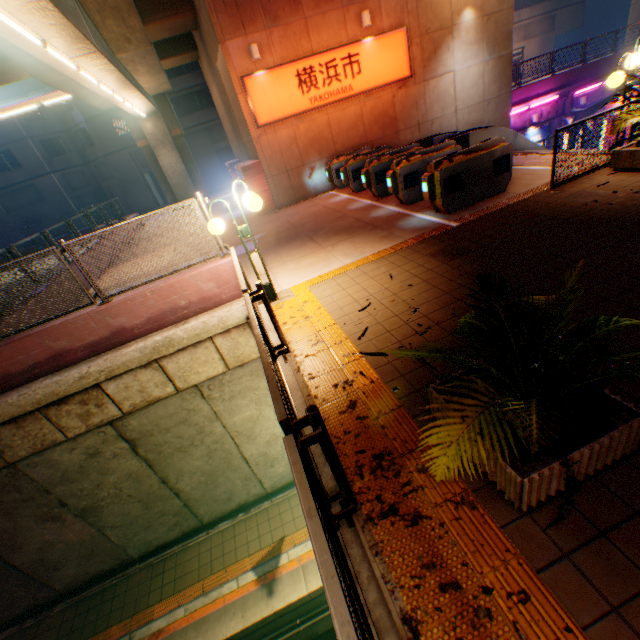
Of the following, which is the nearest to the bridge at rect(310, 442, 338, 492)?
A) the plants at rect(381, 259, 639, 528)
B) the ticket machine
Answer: the plants at rect(381, 259, 639, 528)

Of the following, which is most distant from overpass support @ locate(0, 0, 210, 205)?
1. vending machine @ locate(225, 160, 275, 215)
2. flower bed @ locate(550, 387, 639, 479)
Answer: vending machine @ locate(225, 160, 275, 215)

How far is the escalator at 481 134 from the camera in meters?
10.6 m

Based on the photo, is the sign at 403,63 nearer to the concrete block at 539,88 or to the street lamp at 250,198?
the concrete block at 539,88

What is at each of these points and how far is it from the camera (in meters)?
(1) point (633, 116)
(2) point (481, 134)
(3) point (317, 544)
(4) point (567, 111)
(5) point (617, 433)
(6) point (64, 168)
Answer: (1) plants, 6.37
(2) escalator, 10.73
(3) metal fence, 1.46
(4) canopy, 19.88
(5) flower bed, 2.15
(6) building, 30.97

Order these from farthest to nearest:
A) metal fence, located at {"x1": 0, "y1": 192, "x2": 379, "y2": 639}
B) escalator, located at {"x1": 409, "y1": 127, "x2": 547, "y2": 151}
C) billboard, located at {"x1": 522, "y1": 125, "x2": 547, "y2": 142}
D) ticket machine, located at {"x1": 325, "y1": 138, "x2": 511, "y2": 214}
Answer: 1. billboard, located at {"x1": 522, "y1": 125, "x2": 547, "y2": 142}
2. escalator, located at {"x1": 409, "y1": 127, "x2": 547, "y2": 151}
3. ticket machine, located at {"x1": 325, "y1": 138, "x2": 511, "y2": 214}
4. metal fence, located at {"x1": 0, "y1": 192, "x2": 379, "y2": 639}

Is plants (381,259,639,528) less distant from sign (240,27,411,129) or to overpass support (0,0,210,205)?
overpass support (0,0,210,205)

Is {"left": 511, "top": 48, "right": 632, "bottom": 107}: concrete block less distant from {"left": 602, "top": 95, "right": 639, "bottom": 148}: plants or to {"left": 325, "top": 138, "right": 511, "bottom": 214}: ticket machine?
{"left": 325, "top": 138, "right": 511, "bottom": 214}: ticket machine
